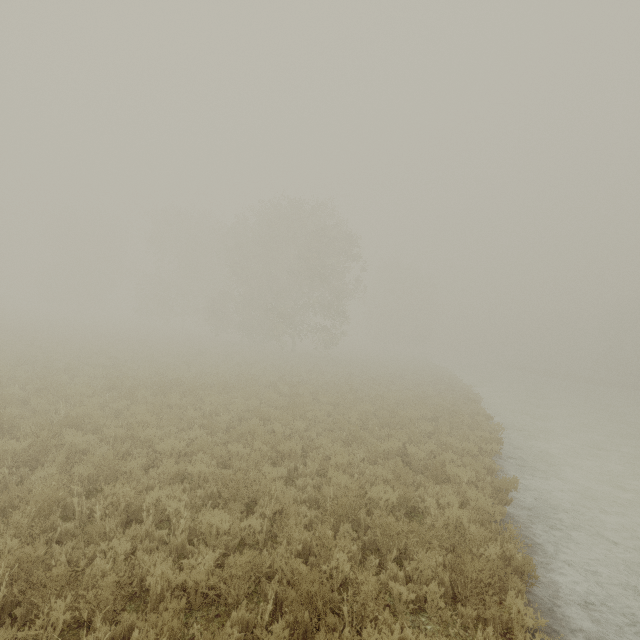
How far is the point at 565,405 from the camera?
29.0 meters
